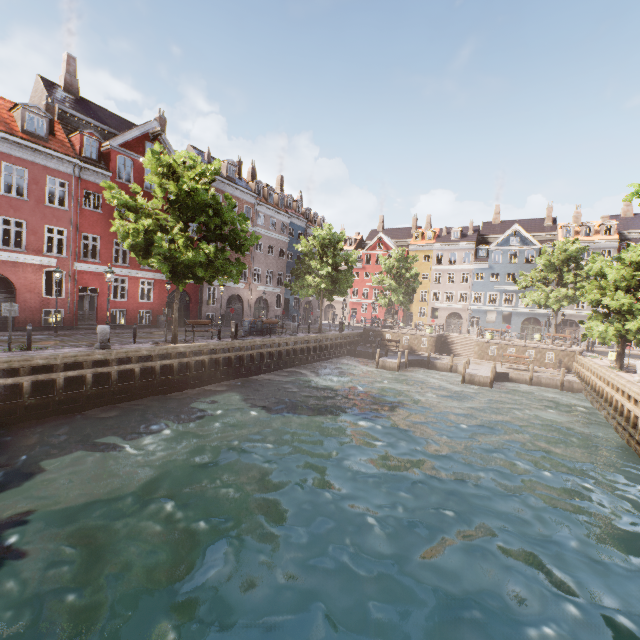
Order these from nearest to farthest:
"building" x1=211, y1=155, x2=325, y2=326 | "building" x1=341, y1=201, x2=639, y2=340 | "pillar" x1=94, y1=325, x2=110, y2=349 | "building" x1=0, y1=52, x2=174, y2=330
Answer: "pillar" x1=94, y1=325, x2=110, y2=349
"building" x1=0, y1=52, x2=174, y2=330
"building" x1=211, y1=155, x2=325, y2=326
"building" x1=341, y1=201, x2=639, y2=340

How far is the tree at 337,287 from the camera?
29.6 meters

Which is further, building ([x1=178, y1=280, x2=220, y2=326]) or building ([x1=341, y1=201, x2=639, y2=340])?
building ([x1=341, y1=201, x2=639, y2=340])

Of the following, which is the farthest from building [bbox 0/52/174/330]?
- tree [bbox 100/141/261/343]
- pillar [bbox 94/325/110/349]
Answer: pillar [bbox 94/325/110/349]

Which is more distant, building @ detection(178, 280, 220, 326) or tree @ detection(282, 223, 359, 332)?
tree @ detection(282, 223, 359, 332)

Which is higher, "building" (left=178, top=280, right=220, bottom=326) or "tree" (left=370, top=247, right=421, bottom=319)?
"tree" (left=370, top=247, right=421, bottom=319)

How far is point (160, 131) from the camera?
24.30m

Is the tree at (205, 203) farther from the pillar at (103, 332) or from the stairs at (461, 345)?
the stairs at (461, 345)
